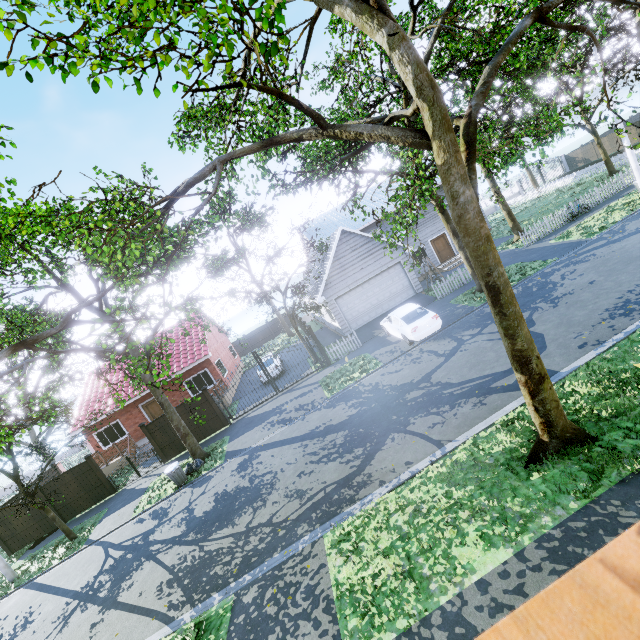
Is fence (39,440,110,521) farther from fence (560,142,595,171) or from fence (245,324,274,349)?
fence (560,142,595,171)

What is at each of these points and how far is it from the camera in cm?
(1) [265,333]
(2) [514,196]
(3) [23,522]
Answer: (1) fence, 4084
(2) fence, 4250
(3) fence, 1698

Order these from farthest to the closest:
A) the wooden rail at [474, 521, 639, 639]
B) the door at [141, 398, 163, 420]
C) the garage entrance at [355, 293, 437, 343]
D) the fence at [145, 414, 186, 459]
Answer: the door at [141, 398, 163, 420] → the garage entrance at [355, 293, 437, 343] → the fence at [145, 414, 186, 459] → the wooden rail at [474, 521, 639, 639]

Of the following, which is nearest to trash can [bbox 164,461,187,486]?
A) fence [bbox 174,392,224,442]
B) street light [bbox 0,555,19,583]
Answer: fence [bbox 174,392,224,442]

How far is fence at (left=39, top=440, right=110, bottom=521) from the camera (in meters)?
17.08

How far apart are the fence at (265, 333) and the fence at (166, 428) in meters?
22.8 m

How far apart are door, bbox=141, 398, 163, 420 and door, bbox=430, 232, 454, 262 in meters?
23.6

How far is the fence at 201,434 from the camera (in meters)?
17.70
